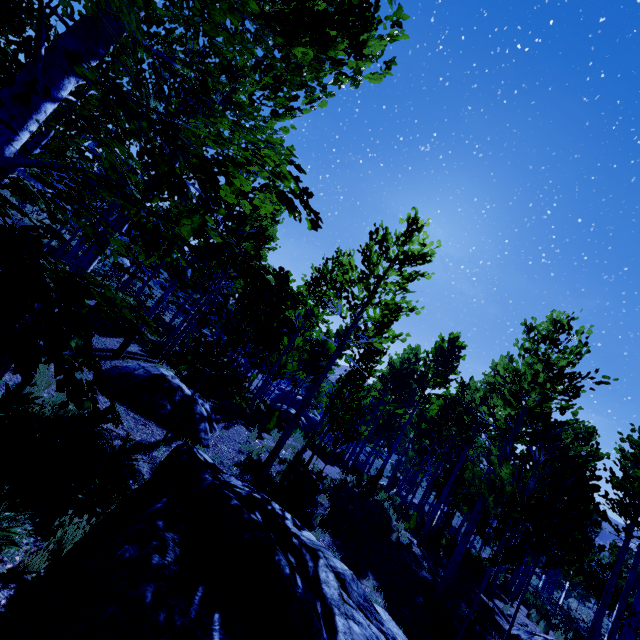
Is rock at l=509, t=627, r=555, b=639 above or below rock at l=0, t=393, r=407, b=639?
below

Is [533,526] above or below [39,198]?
below

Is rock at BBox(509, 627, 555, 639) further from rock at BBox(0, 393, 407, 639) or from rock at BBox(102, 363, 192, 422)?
rock at BBox(102, 363, 192, 422)

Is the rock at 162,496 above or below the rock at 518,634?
above

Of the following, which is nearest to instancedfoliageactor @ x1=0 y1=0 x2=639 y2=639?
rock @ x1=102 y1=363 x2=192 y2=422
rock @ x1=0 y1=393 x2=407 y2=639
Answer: rock @ x1=0 y1=393 x2=407 y2=639

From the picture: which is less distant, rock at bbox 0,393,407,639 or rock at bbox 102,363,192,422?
rock at bbox 0,393,407,639

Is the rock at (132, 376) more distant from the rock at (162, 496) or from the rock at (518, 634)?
the rock at (518, 634)

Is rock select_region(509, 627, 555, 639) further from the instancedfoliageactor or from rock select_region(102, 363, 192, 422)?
rock select_region(102, 363, 192, 422)
